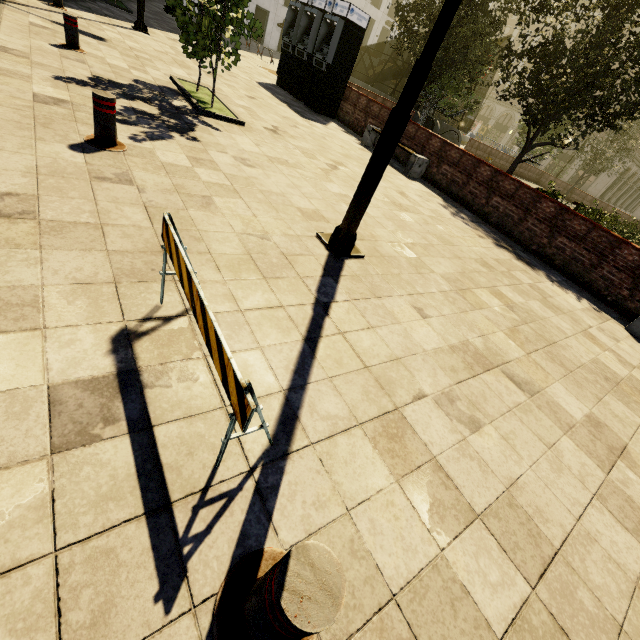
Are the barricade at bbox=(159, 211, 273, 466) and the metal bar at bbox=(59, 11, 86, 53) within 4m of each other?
no

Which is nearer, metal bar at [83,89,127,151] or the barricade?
the barricade

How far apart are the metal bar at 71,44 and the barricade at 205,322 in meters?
7.7 m

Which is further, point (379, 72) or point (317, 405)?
point (379, 72)

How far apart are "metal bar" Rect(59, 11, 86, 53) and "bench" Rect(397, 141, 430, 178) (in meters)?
7.87

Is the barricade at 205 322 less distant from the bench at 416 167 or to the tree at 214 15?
the tree at 214 15

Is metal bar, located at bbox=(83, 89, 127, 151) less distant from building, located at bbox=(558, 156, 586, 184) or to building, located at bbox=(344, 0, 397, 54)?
building, located at bbox=(558, 156, 586, 184)

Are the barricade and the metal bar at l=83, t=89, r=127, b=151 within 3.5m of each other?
yes
